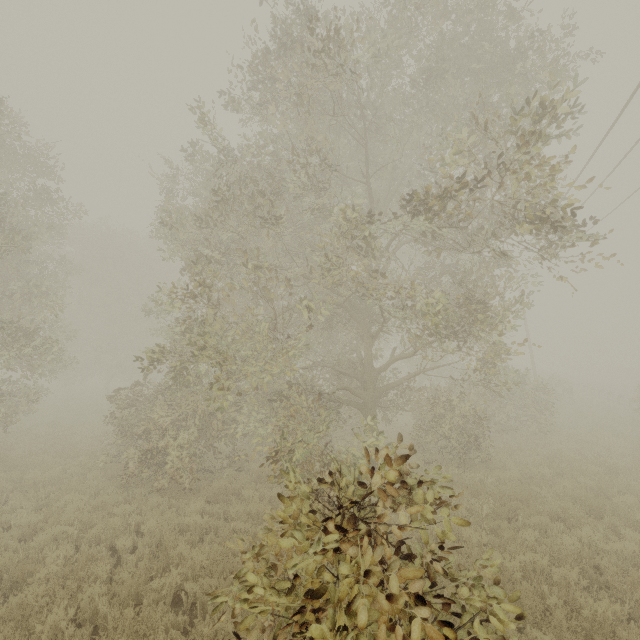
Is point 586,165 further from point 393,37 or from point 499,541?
point 499,541

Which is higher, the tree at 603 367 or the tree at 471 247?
the tree at 471 247

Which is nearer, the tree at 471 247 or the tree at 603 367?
the tree at 471 247

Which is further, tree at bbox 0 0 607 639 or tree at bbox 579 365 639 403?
tree at bbox 579 365 639 403

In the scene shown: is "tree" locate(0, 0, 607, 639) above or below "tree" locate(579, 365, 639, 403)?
above
